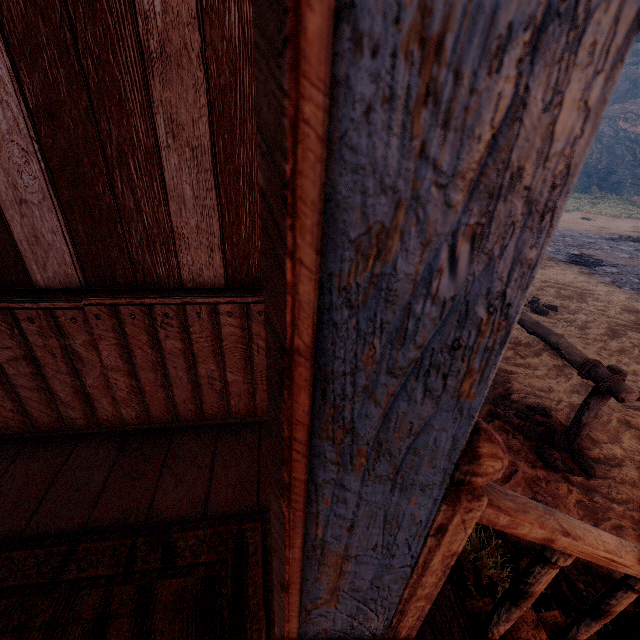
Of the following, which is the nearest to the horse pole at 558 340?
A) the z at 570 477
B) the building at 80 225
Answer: the z at 570 477

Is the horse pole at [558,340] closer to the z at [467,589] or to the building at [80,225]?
the z at [467,589]

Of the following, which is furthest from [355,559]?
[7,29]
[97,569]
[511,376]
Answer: [511,376]

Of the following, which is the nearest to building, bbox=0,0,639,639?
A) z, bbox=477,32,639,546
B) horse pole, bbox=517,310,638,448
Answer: z, bbox=477,32,639,546

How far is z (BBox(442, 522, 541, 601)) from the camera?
2.0m

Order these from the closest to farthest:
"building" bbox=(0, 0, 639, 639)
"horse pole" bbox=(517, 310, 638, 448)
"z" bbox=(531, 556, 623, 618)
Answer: "building" bbox=(0, 0, 639, 639), "z" bbox=(531, 556, 623, 618), "horse pole" bbox=(517, 310, 638, 448)

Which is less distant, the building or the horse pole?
the building
